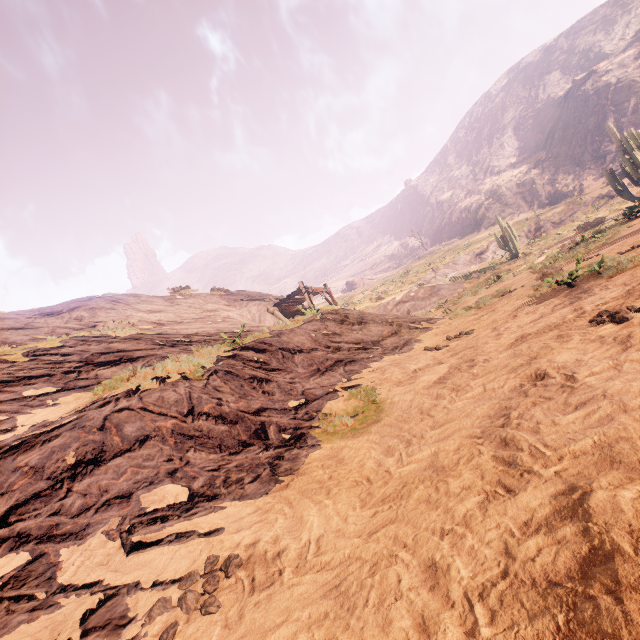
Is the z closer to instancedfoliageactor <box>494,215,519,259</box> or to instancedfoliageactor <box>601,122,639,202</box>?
instancedfoliageactor <box>601,122,639,202</box>

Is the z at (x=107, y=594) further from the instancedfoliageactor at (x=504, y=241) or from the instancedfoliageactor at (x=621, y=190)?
the instancedfoliageactor at (x=504, y=241)

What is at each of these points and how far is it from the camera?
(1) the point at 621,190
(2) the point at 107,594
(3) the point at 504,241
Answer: (1) instancedfoliageactor, 20.9m
(2) z, 2.5m
(3) instancedfoliageactor, 29.2m

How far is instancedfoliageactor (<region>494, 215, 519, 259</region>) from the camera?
27.9 meters

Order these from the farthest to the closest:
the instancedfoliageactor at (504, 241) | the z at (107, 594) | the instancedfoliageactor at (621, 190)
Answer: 1. the instancedfoliageactor at (504, 241)
2. the instancedfoliageactor at (621, 190)
3. the z at (107, 594)

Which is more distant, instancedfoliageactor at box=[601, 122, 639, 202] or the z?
instancedfoliageactor at box=[601, 122, 639, 202]

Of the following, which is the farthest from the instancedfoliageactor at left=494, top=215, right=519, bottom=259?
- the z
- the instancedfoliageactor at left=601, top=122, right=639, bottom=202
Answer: the instancedfoliageactor at left=601, top=122, right=639, bottom=202
